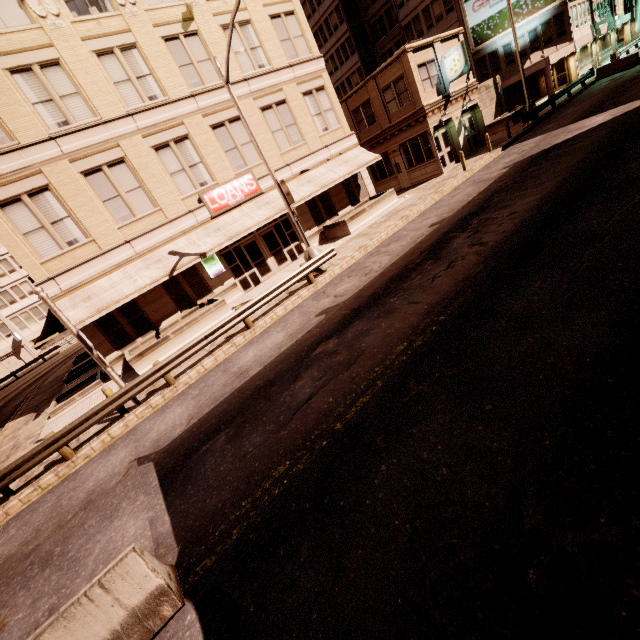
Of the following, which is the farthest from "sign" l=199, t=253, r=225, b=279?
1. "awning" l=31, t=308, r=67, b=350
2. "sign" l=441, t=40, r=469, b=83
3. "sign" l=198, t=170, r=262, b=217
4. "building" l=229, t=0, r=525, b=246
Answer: "sign" l=441, t=40, r=469, b=83

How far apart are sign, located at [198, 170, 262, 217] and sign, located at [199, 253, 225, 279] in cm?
179

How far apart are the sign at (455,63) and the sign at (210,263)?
20.8m

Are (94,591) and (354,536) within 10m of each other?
yes

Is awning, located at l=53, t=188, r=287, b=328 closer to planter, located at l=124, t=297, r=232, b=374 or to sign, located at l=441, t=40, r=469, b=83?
planter, located at l=124, t=297, r=232, b=374

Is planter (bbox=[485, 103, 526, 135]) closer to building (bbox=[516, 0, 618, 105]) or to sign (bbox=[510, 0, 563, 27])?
building (bbox=[516, 0, 618, 105])

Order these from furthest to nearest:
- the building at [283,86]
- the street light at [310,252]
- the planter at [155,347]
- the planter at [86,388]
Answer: the building at [283,86] → the planter at [86,388] → the planter at [155,347] → the street light at [310,252]

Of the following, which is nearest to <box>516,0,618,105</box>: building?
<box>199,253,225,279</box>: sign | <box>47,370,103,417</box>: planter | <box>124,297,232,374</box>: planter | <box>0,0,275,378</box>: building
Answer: <box>0,0,275,378</box>: building
